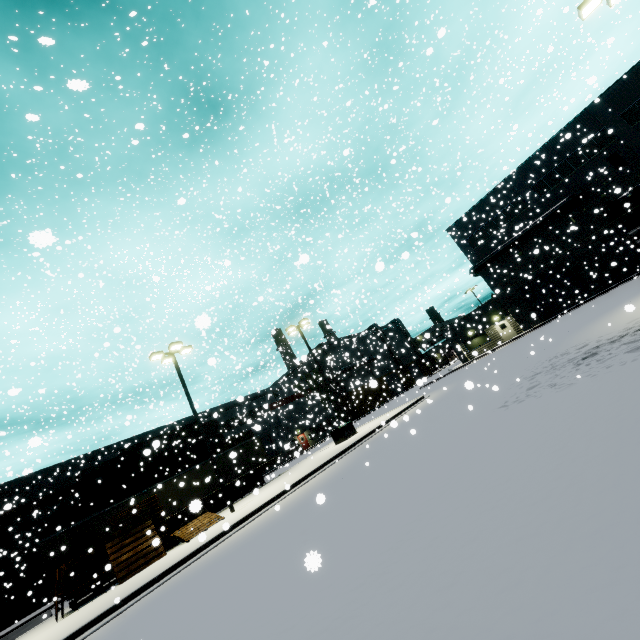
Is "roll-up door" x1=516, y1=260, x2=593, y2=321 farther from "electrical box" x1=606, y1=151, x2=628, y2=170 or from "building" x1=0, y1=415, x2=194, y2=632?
"electrical box" x1=606, y1=151, x2=628, y2=170

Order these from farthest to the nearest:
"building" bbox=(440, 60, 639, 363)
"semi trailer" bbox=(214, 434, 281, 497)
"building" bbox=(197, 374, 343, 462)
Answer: "building" bbox=(197, 374, 343, 462)
"building" bbox=(440, 60, 639, 363)
"semi trailer" bbox=(214, 434, 281, 497)

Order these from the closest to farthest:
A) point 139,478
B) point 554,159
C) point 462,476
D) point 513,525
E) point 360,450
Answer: point 513,525 → point 462,476 → point 360,450 → point 139,478 → point 554,159

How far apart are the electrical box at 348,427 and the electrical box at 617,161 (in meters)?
32.53

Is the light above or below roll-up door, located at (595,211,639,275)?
above

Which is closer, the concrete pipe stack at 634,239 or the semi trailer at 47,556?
the semi trailer at 47,556

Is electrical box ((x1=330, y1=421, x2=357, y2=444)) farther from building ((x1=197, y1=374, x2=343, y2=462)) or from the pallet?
building ((x1=197, y1=374, x2=343, y2=462))

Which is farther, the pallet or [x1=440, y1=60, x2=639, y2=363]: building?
[x1=440, y1=60, x2=639, y2=363]: building
